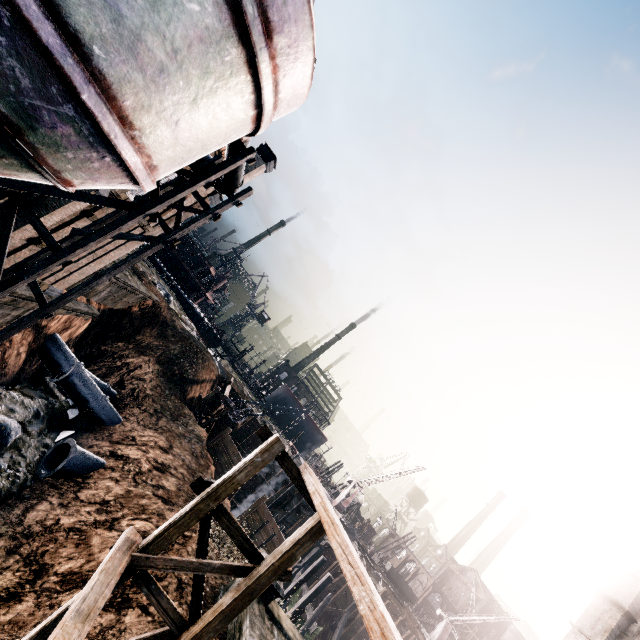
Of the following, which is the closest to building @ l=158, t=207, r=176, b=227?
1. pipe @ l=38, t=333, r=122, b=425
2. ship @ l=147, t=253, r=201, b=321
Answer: pipe @ l=38, t=333, r=122, b=425

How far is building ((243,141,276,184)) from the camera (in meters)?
21.50

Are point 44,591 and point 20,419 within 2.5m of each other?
no

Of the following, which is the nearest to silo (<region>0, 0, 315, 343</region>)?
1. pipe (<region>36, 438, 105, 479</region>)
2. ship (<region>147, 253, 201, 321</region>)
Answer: pipe (<region>36, 438, 105, 479</region>)

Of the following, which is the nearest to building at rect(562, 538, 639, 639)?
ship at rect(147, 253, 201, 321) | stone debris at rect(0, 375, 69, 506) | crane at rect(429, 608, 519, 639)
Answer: stone debris at rect(0, 375, 69, 506)

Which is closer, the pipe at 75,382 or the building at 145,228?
the building at 145,228

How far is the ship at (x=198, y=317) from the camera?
57.2m

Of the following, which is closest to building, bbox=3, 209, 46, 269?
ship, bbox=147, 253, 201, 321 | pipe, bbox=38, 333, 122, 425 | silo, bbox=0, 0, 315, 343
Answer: silo, bbox=0, 0, 315, 343
